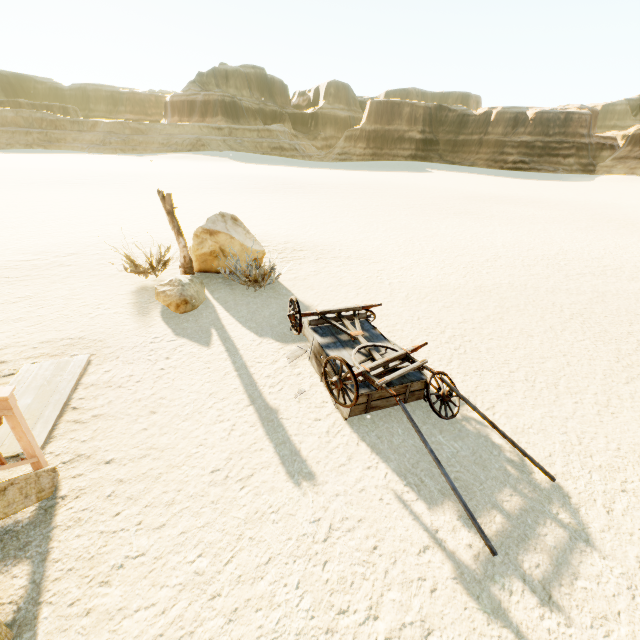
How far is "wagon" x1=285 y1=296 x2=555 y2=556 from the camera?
3.9 meters

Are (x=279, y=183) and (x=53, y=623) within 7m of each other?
no

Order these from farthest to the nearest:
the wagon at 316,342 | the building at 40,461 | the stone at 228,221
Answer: the stone at 228,221 < the wagon at 316,342 < the building at 40,461

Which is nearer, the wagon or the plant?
the wagon

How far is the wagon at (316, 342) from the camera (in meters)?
3.90

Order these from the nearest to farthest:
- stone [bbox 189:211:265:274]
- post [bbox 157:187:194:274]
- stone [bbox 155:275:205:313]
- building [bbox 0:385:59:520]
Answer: building [bbox 0:385:59:520] → stone [bbox 155:275:205:313] → post [bbox 157:187:194:274] → stone [bbox 189:211:265:274]

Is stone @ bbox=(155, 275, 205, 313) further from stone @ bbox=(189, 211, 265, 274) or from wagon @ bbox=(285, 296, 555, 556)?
wagon @ bbox=(285, 296, 555, 556)

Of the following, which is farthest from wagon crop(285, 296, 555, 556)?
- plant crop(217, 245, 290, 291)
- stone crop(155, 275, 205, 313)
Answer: stone crop(155, 275, 205, 313)
